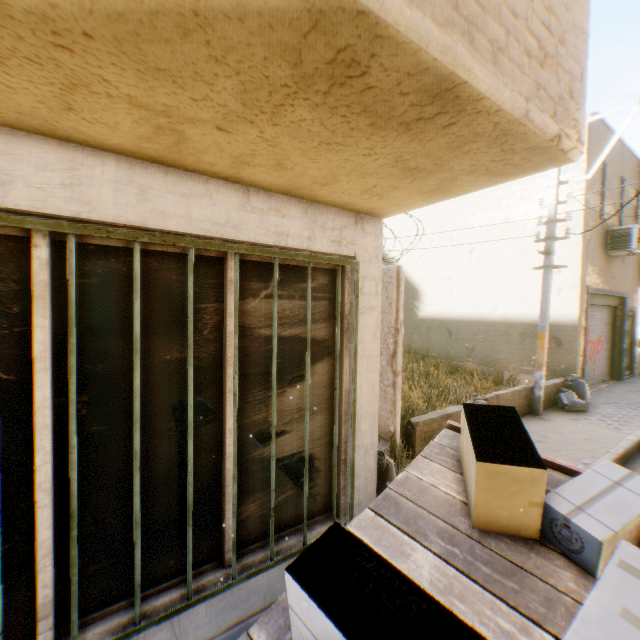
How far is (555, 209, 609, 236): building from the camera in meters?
9.5

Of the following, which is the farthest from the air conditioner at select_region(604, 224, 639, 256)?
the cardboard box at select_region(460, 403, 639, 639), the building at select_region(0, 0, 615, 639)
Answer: the cardboard box at select_region(460, 403, 639, 639)

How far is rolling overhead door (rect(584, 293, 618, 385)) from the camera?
11.0m

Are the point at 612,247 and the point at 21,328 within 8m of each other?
no

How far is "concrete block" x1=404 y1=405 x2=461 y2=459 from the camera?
A: 5.5m

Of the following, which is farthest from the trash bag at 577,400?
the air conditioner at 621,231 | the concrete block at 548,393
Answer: the air conditioner at 621,231

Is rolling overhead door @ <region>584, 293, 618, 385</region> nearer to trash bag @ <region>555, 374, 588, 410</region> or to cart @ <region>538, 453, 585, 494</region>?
trash bag @ <region>555, 374, 588, 410</region>

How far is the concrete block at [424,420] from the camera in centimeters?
552cm
